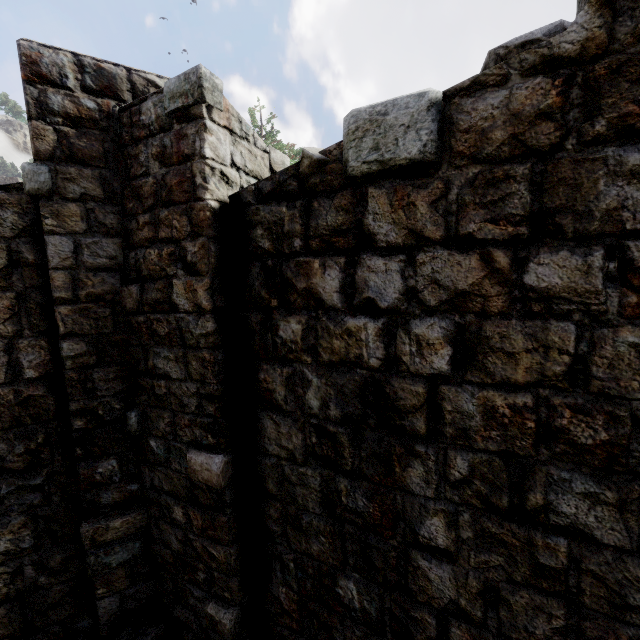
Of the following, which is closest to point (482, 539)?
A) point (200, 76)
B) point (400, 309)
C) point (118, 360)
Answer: point (400, 309)
